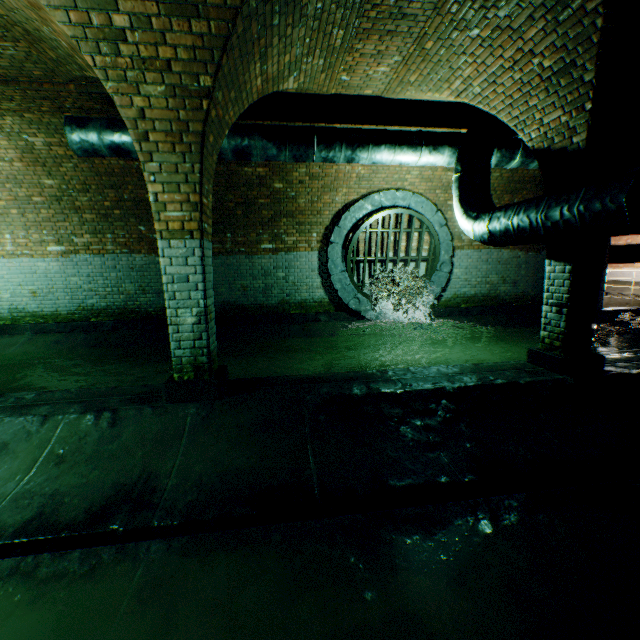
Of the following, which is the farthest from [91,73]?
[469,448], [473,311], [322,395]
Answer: [473,311]

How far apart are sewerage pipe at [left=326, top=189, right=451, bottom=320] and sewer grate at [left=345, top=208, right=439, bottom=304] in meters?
0.0

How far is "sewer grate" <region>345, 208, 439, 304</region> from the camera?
8.06m

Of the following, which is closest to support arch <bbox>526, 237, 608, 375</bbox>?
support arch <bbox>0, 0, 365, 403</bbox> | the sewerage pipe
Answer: support arch <bbox>0, 0, 365, 403</bbox>

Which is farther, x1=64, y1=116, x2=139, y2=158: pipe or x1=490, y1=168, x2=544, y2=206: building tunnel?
x1=490, y1=168, x2=544, y2=206: building tunnel

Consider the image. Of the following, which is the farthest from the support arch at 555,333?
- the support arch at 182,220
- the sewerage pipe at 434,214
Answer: the sewerage pipe at 434,214

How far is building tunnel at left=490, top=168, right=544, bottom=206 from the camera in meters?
8.2

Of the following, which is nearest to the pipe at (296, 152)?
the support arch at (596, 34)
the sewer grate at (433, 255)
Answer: the support arch at (596, 34)
